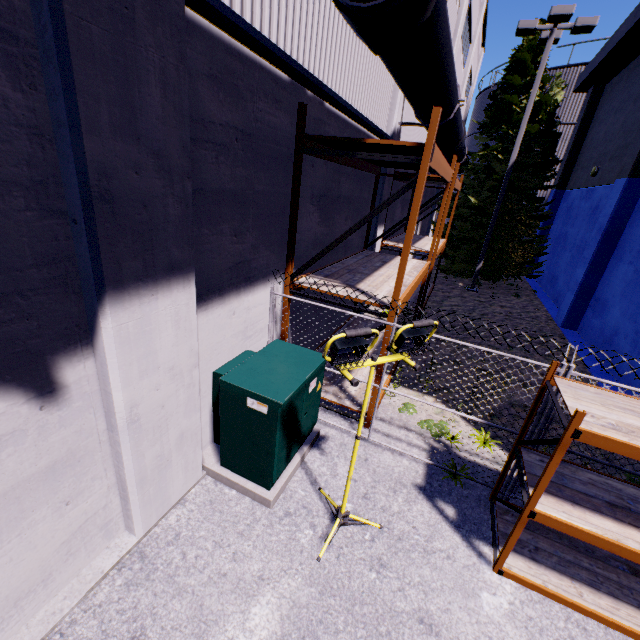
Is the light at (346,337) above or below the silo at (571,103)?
below

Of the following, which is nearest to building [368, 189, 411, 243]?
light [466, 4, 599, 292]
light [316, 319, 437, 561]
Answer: light [316, 319, 437, 561]

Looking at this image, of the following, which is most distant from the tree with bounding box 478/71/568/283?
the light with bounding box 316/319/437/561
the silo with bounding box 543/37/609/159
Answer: the light with bounding box 316/319/437/561

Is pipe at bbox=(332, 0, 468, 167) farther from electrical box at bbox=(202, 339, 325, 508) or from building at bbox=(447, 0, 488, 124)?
electrical box at bbox=(202, 339, 325, 508)

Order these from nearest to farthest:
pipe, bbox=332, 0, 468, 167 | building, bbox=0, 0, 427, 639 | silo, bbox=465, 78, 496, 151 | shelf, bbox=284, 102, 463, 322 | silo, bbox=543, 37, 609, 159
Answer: building, bbox=0, 0, 427, 639, pipe, bbox=332, 0, 468, 167, shelf, bbox=284, 102, 463, 322, silo, bbox=543, 37, 609, 159, silo, bbox=465, 78, 496, 151

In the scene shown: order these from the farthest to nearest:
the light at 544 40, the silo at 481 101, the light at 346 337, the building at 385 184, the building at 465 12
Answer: the silo at 481 101 → the building at 465 12 → the light at 544 40 → the building at 385 184 → the light at 346 337

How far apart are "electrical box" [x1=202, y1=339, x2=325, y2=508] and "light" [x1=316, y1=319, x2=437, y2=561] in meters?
0.4 m

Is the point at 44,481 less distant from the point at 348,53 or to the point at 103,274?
the point at 103,274
